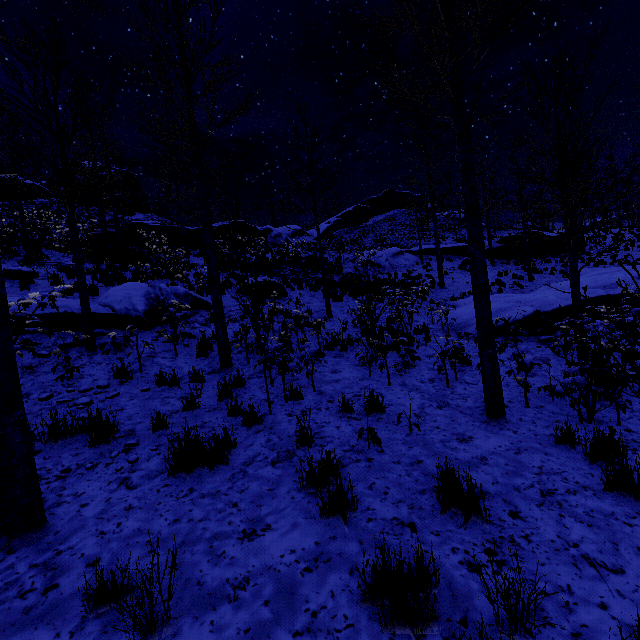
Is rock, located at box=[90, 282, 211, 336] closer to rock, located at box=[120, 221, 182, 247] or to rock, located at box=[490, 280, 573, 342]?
rock, located at box=[490, 280, 573, 342]

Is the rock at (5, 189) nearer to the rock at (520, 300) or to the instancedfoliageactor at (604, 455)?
the rock at (520, 300)

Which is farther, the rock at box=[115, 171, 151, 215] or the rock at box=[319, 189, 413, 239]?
the rock at box=[319, 189, 413, 239]

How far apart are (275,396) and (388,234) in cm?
3677

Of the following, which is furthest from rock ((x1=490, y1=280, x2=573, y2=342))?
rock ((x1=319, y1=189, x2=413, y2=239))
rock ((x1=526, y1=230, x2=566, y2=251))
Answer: rock ((x1=319, y1=189, x2=413, y2=239))

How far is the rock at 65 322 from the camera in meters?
7.1 m

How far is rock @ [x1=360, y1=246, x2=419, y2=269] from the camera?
22.7m

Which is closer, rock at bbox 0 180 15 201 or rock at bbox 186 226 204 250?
rock at bbox 186 226 204 250
